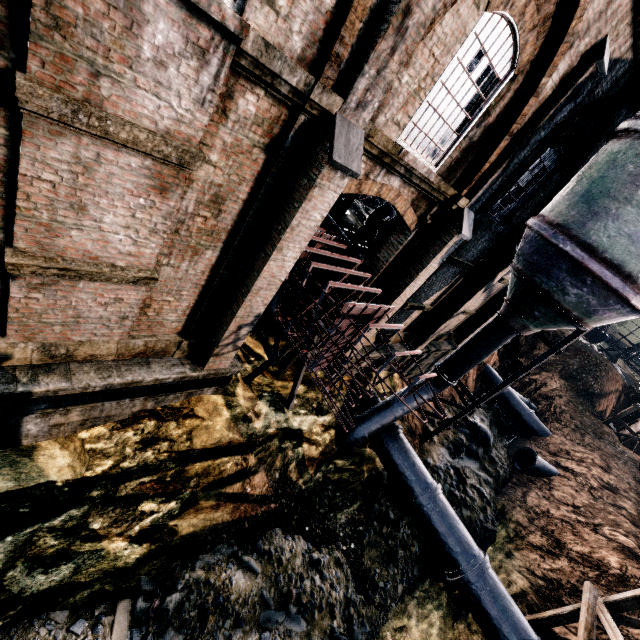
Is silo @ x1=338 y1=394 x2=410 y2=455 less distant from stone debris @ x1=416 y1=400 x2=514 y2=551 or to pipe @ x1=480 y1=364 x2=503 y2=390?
stone debris @ x1=416 y1=400 x2=514 y2=551

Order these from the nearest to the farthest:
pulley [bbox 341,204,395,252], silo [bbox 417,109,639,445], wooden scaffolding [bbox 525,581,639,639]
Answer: silo [bbox 417,109,639,445], wooden scaffolding [bbox 525,581,639,639], pulley [bbox 341,204,395,252]

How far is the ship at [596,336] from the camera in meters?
55.2

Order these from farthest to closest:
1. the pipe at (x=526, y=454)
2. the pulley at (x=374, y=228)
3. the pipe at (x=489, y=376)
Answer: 1. the pipe at (x=489, y=376)
2. the pipe at (x=526, y=454)
3. the pulley at (x=374, y=228)

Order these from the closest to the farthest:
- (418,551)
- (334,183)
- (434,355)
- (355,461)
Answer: (334,183) < (418,551) < (355,461) < (434,355)

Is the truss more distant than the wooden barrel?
No

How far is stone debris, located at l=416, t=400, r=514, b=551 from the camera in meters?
17.5 m

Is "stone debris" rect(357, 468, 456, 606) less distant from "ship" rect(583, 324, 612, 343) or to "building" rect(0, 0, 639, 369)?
"building" rect(0, 0, 639, 369)
